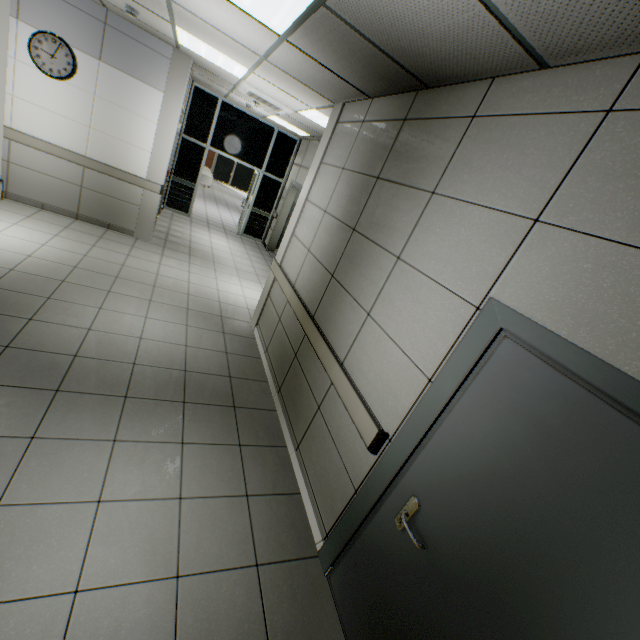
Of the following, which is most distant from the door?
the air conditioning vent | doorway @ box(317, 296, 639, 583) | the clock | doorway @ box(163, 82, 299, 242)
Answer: doorway @ box(163, 82, 299, 242)

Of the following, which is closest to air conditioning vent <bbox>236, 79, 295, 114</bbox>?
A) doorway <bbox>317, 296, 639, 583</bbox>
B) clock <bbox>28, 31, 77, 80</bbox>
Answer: clock <bbox>28, 31, 77, 80</bbox>

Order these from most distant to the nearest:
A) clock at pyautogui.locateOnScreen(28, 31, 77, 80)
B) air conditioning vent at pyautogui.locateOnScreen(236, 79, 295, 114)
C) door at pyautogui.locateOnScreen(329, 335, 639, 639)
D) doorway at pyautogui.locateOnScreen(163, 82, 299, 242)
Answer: doorway at pyautogui.locateOnScreen(163, 82, 299, 242), air conditioning vent at pyautogui.locateOnScreen(236, 79, 295, 114), clock at pyautogui.locateOnScreen(28, 31, 77, 80), door at pyautogui.locateOnScreen(329, 335, 639, 639)

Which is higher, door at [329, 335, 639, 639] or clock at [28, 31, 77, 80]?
clock at [28, 31, 77, 80]

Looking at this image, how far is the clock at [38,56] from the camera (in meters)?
4.69

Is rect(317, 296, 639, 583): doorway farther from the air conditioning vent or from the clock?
the clock

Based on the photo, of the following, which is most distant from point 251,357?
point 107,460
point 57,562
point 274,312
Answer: point 57,562

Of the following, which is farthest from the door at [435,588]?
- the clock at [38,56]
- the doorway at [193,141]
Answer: the doorway at [193,141]
